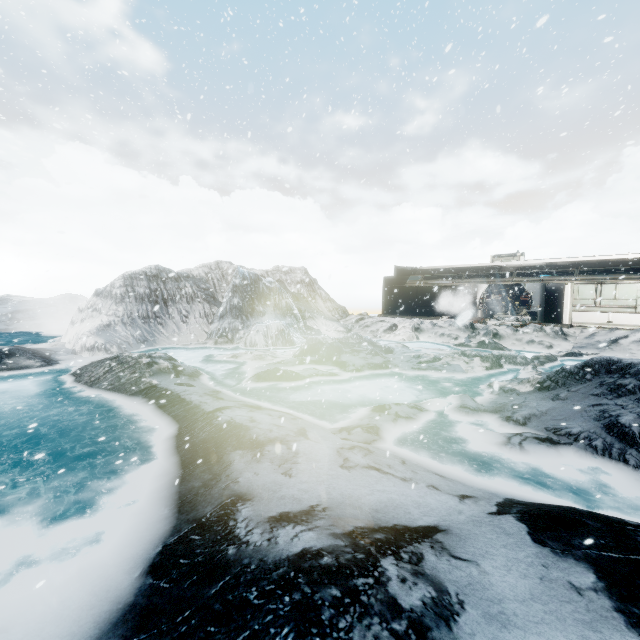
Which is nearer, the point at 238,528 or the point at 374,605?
the point at 374,605
